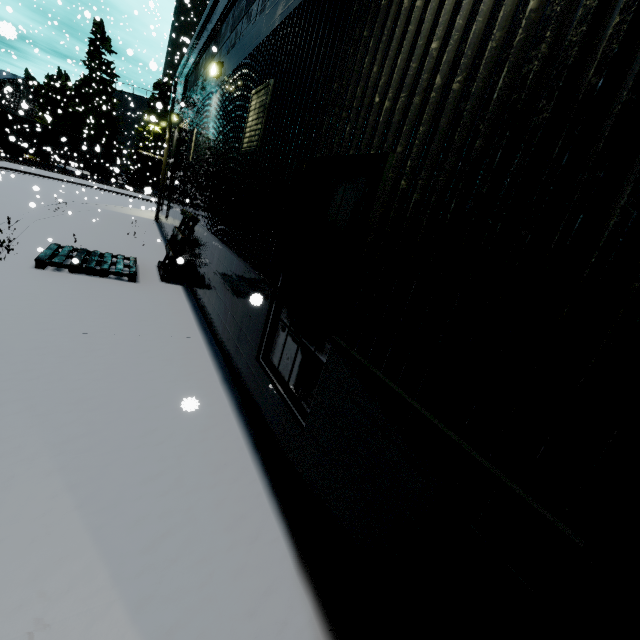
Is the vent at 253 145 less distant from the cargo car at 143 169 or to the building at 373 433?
the building at 373 433

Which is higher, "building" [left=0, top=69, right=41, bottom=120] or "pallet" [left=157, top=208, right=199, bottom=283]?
"building" [left=0, top=69, right=41, bottom=120]

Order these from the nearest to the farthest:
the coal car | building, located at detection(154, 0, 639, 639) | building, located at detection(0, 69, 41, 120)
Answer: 1. building, located at detection(154, 0, 639, 639)
2. building, located at detection(0, 69, 41, 120)
3. the coal car

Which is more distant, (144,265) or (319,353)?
(144,265)

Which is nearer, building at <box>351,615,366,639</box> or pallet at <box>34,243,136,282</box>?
building at <box>351,615,366,639</box>

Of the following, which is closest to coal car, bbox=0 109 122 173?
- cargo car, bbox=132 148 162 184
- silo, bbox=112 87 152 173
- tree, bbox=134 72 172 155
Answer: cargo car, bbox=132 148 162 184

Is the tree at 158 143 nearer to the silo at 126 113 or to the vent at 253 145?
the silo at 126 113

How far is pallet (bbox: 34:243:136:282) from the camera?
7.16m
